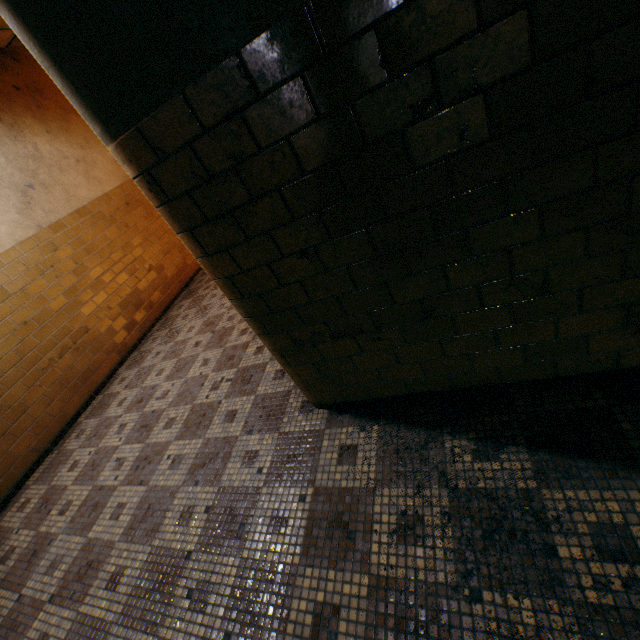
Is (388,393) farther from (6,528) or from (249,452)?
(6,528)
